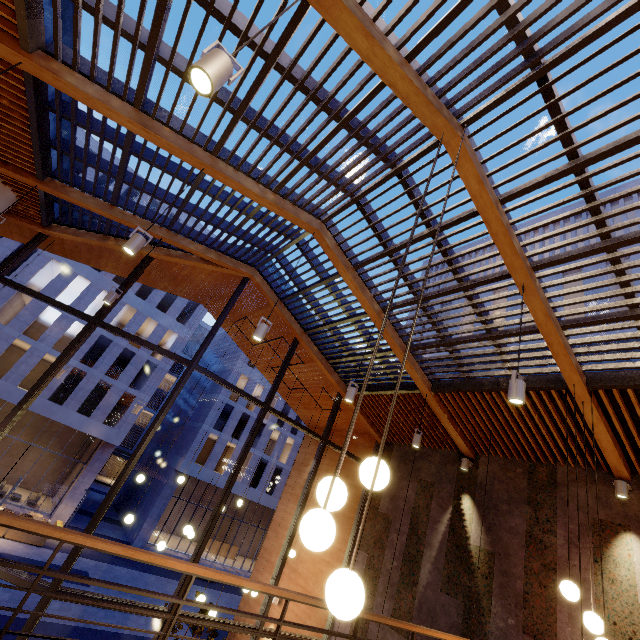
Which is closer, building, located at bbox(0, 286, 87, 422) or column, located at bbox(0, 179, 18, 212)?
column, located at bbox(0, 179, 18, 212)

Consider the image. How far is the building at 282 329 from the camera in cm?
901

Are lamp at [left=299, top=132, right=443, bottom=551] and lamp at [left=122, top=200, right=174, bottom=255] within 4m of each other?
yes

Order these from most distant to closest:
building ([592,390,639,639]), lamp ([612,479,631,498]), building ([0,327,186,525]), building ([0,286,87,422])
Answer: building ([0,327,186,525])
building ([0,286,87,422])
lamp ([612,479,631,498])
building ([592,390,639,639])

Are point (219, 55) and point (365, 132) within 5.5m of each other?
yes

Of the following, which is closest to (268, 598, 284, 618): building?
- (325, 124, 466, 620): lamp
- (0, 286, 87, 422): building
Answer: (325, 124, 466, 620): lamp

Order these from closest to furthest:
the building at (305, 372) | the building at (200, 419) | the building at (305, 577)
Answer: the building at (305, 577) < the building at (305, 372) < the building at (200, 419)

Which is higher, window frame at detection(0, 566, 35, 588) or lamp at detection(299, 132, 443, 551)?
lamp at detection(299, 132, 443, 551)
